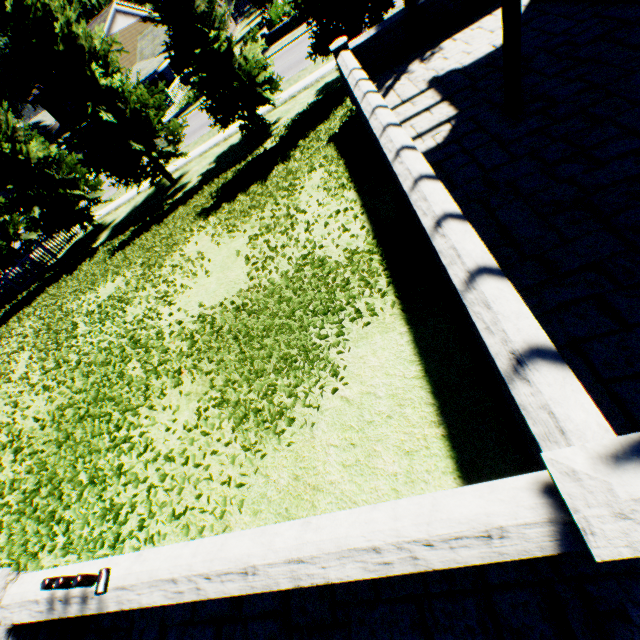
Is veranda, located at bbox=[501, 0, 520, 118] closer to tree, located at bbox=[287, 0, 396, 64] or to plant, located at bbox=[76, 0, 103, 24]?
tree, located at bbox=[287, 0, 396, 64]

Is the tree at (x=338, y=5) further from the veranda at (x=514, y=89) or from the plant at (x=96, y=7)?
the veranda at (x=514, y=89)

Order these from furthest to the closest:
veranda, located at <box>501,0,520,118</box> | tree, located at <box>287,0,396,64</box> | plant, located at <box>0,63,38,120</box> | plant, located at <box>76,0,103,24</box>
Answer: plant, located at <box>0,63,38,120</box> < plant, located at <box>76,0,103,24</box> < tree, located at <box>287,0,396,64</box> < veranda, located at <box>501,0,520,118</box>

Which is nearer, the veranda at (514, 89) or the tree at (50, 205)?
the veranda at (514, 89)

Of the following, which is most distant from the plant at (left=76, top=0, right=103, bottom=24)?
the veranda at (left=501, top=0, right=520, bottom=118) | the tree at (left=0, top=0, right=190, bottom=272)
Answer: the veranda at (left=501, top=0, right=520, bottom=118)

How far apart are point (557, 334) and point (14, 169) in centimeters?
2171cm
